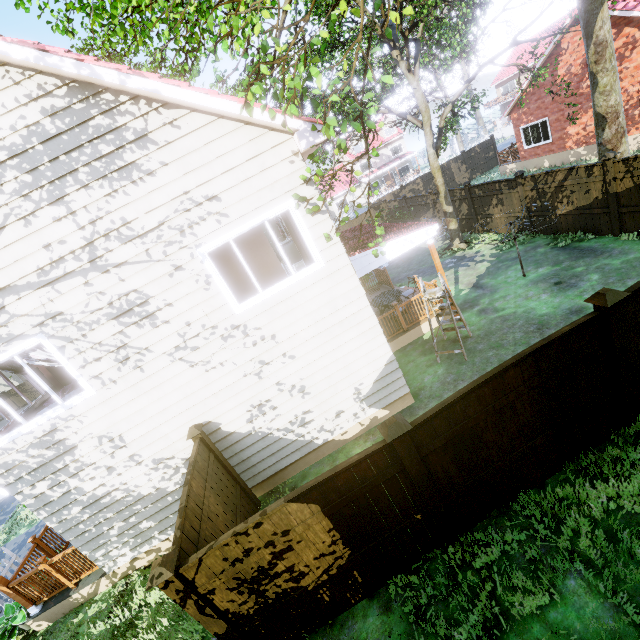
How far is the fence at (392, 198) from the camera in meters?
21.7

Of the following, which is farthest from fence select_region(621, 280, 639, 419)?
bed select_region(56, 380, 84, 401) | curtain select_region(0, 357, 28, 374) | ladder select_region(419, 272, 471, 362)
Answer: curtain select_region(0, 357, 28, 374)

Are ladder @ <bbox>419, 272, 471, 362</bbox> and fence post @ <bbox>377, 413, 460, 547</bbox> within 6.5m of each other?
yes

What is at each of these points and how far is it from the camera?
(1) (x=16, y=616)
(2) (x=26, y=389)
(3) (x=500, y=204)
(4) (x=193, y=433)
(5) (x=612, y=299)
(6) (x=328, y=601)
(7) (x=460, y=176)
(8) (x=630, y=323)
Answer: (1) plant, 7.1 meters
(2) fence, 35.7 meters
(3) fence, 13.7 meters
(4) fence post, 6.3 meters
(5) fence post, 4.2 meters
(6) fence, 4.7 meters
(7) fence, 27.5 meters
(8) fence, 4.5 meters

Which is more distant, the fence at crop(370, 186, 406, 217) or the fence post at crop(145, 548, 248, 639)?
the fence at crop(370, 186, 406, 217)

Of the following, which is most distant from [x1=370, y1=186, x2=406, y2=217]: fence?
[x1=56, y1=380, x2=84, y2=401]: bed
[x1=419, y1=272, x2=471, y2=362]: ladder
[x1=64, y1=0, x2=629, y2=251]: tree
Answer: [x1=419, y1=272, x2=471, y2=362]: ladder

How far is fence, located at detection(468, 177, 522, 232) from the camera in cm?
1287

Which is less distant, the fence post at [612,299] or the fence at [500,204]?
the fence post at [612,299]
